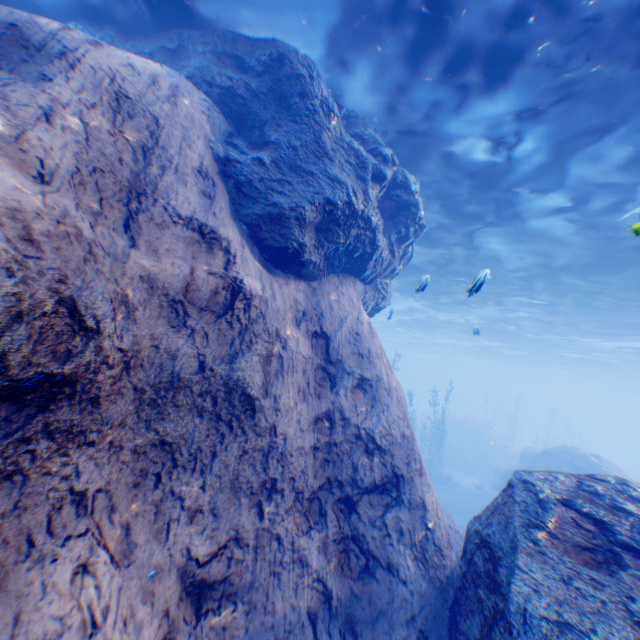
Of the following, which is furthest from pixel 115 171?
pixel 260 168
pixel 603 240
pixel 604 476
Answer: pixel 603 240

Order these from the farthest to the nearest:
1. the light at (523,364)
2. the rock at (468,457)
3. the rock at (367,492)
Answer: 1. the rock at (468,457)
2. the light at (523,364)
3. the rock at (367,492)

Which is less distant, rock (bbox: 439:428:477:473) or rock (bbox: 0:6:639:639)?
rock (bbox: 0:6:639:639)

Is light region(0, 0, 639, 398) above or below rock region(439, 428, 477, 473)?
above

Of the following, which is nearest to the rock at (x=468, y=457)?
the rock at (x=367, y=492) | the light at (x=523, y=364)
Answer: the rock at (x=367, y=492)

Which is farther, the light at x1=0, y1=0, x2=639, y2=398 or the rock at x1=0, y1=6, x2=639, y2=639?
the light at x1=0, y1=0, x2=639, y2=398

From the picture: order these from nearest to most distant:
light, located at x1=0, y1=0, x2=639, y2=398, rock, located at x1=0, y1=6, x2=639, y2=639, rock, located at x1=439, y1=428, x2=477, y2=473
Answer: rock, located at x1=0, y1=6, x2=639, y2=639 → light, located at x1=0, y1=0, x2=639, y2=398 → rock, located at x1=439, y1=428, x2=477, y2=473

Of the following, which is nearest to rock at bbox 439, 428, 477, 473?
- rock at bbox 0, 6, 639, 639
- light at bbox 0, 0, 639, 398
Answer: rock at bbox 0, 6, 639, 639
